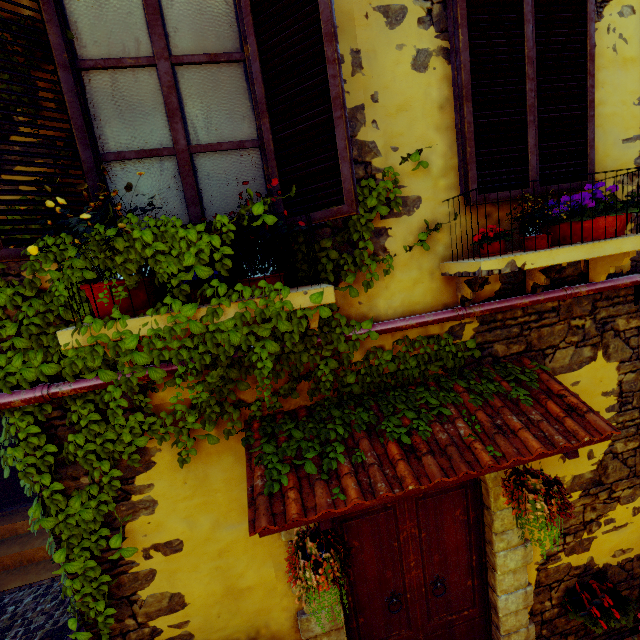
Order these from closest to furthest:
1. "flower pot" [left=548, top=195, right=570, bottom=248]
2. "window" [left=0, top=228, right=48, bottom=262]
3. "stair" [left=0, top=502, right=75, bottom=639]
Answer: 1. "window" [left=0, top=228, right=48, bottom=262]
2. "flower pot" [left=548, top=195, right=570, bottom=248]
3. "stair" [left=0, top=502, right=75, bottom=639]

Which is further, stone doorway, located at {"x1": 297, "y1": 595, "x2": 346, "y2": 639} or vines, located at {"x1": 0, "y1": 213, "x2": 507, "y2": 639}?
stone doorway, located at {"x1": 297, "y1": 595, "x2": 346, "y2": 639}

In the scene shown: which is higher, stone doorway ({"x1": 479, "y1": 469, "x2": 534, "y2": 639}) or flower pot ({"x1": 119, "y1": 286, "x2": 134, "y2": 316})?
flower pot ({"x1": 119, "y1": 286, "x2": 134, "y2": 316})

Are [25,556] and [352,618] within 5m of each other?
no

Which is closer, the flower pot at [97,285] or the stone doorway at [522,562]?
the flower pot at [97,285]

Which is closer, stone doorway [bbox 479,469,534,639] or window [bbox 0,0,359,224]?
window [bbox 0,0,359,224]

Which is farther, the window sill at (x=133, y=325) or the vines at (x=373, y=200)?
the vines at (x=373, y=200)

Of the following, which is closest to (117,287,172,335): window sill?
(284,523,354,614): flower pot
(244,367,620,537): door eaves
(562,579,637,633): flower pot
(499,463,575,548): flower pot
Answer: (244,367,620,537): door eaves
